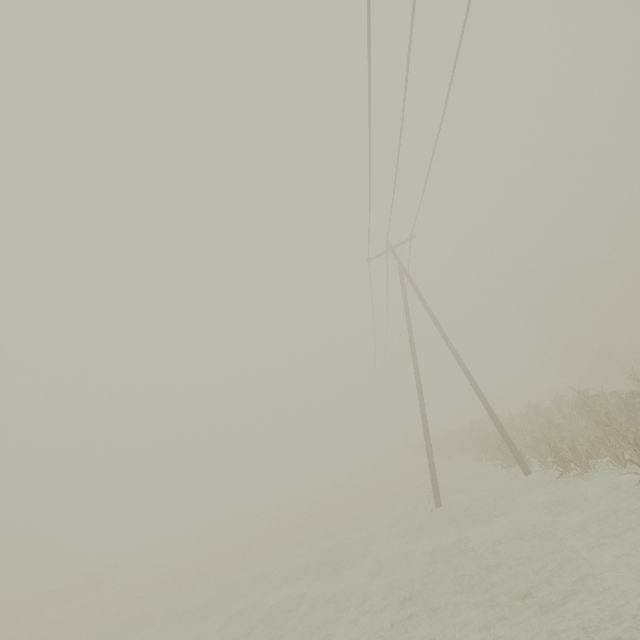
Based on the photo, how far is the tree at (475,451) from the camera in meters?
15.5

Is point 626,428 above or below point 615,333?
below

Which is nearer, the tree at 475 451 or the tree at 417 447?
the tree at 475 451

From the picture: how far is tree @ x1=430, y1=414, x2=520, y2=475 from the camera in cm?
1549

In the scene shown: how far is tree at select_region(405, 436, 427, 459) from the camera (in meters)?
34.97

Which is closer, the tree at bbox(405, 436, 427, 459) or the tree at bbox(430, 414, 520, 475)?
the tree at bbox(430, 414, 520, 475)
